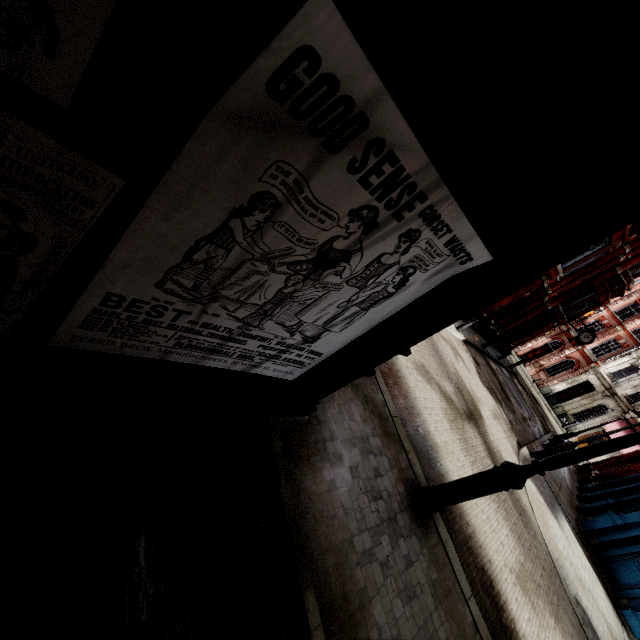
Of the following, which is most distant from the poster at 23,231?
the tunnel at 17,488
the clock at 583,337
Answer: the clock at 583,337

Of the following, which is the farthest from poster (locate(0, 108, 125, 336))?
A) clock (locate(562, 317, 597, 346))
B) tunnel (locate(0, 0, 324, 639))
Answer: clock (locate(562, 317, 597, 346))

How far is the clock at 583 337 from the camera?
25.1m

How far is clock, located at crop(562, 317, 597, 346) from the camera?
25.1 meters

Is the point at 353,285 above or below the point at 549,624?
above

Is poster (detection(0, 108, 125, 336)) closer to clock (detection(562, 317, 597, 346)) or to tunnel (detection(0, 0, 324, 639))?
tunnel (detection(0, 0, 324, 639))
